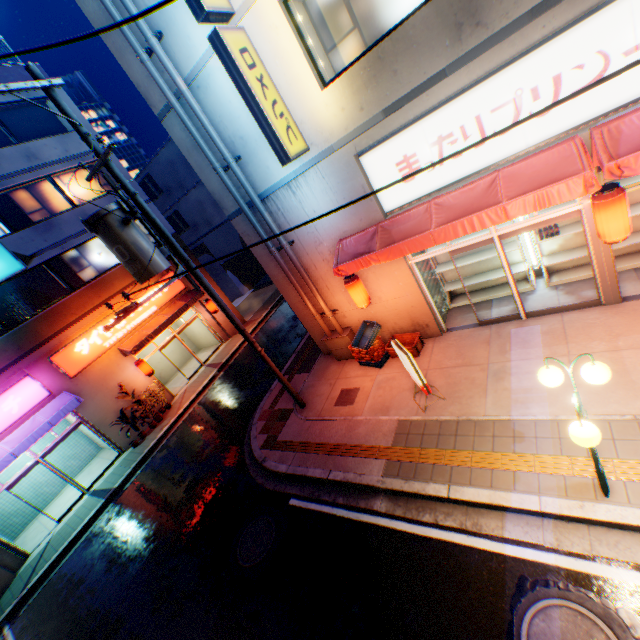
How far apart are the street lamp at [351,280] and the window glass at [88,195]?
14.4 meters

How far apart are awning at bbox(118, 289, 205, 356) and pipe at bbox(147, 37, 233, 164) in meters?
9.9 m

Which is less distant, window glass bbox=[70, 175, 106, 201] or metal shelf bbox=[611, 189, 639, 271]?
metal shelf bbox=[611, 189, 639, 271]

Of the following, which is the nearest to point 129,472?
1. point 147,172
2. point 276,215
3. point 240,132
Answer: point 276,215

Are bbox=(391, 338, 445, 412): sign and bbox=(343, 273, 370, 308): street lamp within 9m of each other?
yes

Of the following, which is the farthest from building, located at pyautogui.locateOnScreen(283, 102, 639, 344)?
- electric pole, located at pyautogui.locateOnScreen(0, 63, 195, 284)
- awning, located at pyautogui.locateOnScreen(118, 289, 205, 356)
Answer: awning, located at pyautogui.locateOnScreen(118, 289, 205, 356)

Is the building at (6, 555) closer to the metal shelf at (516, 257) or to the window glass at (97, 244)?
the window glass at (97, 244)

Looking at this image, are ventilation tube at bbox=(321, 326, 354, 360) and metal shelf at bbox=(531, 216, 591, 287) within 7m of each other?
yes
